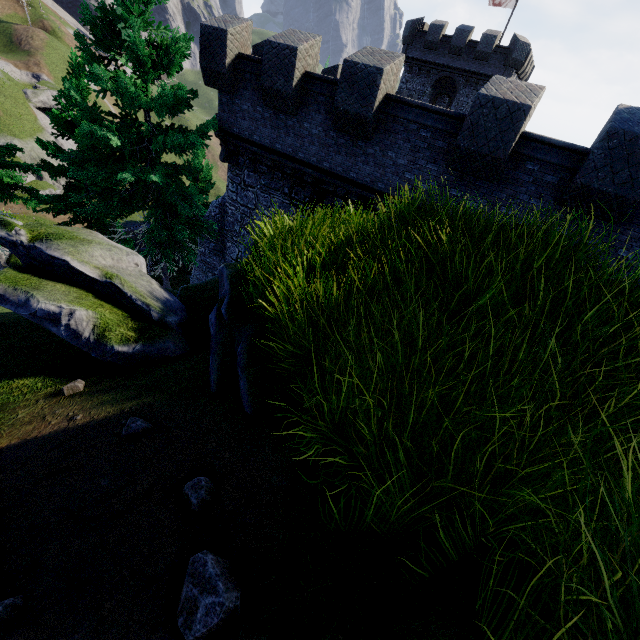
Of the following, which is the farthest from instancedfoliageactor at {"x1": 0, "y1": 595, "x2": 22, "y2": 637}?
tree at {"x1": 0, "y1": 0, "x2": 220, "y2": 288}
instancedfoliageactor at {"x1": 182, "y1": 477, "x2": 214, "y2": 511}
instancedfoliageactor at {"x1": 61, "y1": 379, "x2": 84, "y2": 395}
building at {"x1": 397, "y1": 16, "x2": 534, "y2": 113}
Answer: building at {"x1": 397, "y1": 16, "x2": 534, "y2": 113}

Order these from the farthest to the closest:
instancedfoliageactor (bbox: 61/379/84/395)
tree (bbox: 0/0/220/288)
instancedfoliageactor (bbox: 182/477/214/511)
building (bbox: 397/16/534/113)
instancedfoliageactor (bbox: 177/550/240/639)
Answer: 1. building (bbox: 397/16/534/113)
2. tree (bbox: 0/0/220/288)
3. instancedfoliageactor (bbox: 61/379/84/395)
4. instancedfoliageactor (bbox: 182/477/214/511)
5. instancedfoliageactor (bbox: 177/550/240/639)

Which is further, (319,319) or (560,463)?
(319,319)

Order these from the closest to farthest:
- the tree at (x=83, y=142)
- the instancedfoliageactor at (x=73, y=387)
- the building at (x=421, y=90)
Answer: the instancedfoliageactor at (x=73, y=387)
the tree at (x=83, y=142)
the building at (x=421, y=90)

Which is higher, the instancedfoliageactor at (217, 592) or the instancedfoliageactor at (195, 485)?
the instancedfoliageactor at (217, 592)

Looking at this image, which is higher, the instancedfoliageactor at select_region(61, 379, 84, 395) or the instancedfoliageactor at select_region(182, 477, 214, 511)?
the instancedfoliageactor at select_region(182, 477, 214, 511)

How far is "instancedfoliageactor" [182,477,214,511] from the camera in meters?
2.0

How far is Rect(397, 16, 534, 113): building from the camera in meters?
28.7 m
